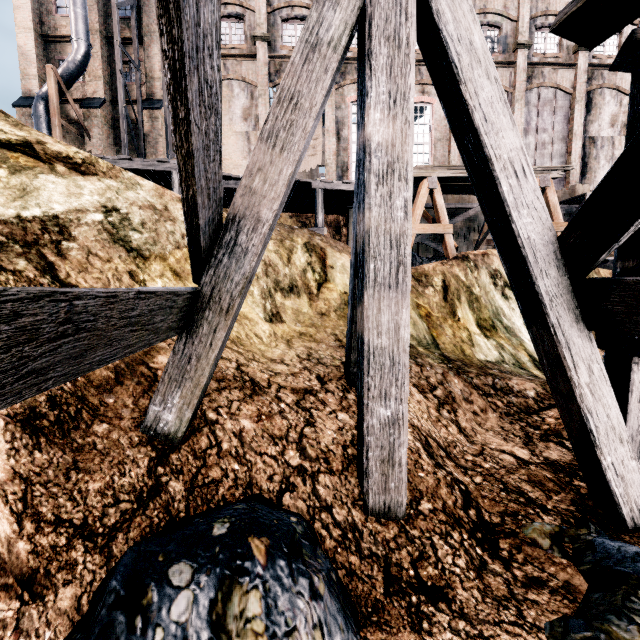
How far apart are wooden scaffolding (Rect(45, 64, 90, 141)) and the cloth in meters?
13.9

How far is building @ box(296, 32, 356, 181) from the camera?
22.3 meters

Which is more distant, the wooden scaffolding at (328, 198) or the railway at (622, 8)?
the wooden scaffolding at (328, 198)

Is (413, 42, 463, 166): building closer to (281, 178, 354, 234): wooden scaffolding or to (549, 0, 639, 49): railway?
(281, 178, 354, 234): wooden scaffolding

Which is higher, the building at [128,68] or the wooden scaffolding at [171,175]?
the building at [128,68]

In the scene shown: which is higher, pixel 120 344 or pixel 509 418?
pixel 120 344

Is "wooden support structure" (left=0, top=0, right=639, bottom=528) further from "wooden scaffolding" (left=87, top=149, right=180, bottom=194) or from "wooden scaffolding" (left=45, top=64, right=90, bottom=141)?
"wooden scaffolding" (left=45, top=64, right=90, bottom=141)

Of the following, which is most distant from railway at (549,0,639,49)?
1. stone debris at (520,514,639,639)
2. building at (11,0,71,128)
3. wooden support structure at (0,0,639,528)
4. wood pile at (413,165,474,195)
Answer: building at (11,0,71,128)
